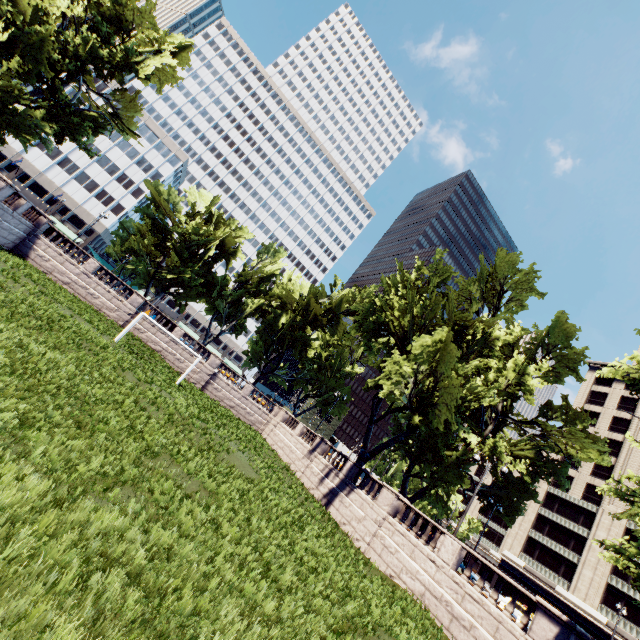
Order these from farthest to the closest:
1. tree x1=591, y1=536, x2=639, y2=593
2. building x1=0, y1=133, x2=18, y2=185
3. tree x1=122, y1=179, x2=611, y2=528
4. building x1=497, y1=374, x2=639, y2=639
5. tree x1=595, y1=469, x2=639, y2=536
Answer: building x1=0, y1=133, x2=18, y2=185 < building x1=497, y1=374, x2=639, y2=639 < tree x1=122, y1=179, x2=611, y2=528 < tree x1=595, y1=469, x2=639, y2=536 < tree x1=591, y1=536, x2=639, y2=593

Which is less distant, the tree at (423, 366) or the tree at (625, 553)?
the tree at (625, 553)

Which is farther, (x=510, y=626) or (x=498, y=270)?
(x=498, y=270)

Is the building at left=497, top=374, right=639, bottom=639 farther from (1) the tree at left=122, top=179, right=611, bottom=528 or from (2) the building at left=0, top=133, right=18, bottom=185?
(2) the building at left=0, top=133, right=18, bottom=185

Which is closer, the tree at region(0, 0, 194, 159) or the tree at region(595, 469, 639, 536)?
the tree at region(595, 469, 639, 536)

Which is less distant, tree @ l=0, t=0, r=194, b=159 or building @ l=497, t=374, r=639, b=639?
tree @ l=0, t=0, r=194, b=159
